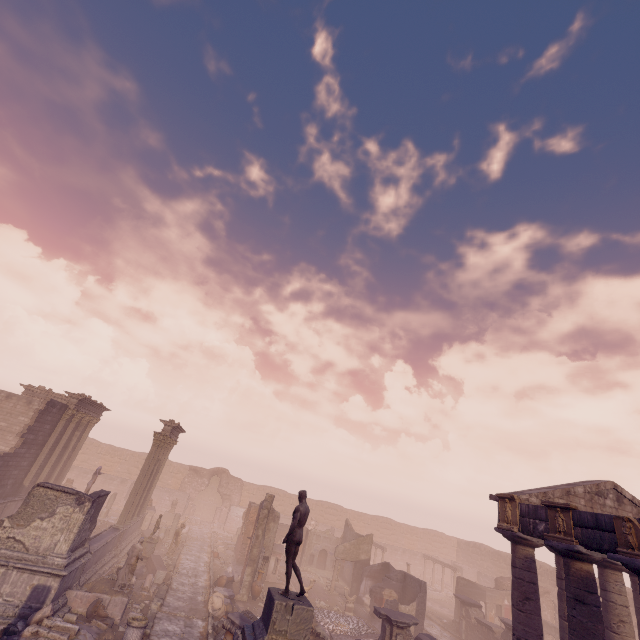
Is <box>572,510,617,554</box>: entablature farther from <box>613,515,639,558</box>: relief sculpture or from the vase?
the vase

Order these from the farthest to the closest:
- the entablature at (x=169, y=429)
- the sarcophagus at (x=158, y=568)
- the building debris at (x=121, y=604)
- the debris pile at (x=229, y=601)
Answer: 1. the entablature at (x=169, y=429)
2. the sarcophagus at (x=158, y=568)
3. the debris pile at (x=229, y=601)
4. the building debris at (x=121, y=604)

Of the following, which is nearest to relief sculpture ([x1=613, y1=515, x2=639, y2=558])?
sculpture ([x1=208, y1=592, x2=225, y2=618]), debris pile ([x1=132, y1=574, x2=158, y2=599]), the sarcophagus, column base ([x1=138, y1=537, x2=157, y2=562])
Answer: sculpture ([x1=208, y1=592, x2=225, y2=618])

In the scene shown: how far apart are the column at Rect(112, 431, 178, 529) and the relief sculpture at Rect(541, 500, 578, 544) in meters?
22.2

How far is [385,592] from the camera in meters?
20.7 m

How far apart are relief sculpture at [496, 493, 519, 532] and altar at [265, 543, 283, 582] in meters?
16.0 m

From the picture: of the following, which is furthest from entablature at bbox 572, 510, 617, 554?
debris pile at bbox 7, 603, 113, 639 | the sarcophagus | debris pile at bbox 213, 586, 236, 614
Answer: the sarcophagus

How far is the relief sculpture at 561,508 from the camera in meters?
10.5 m
